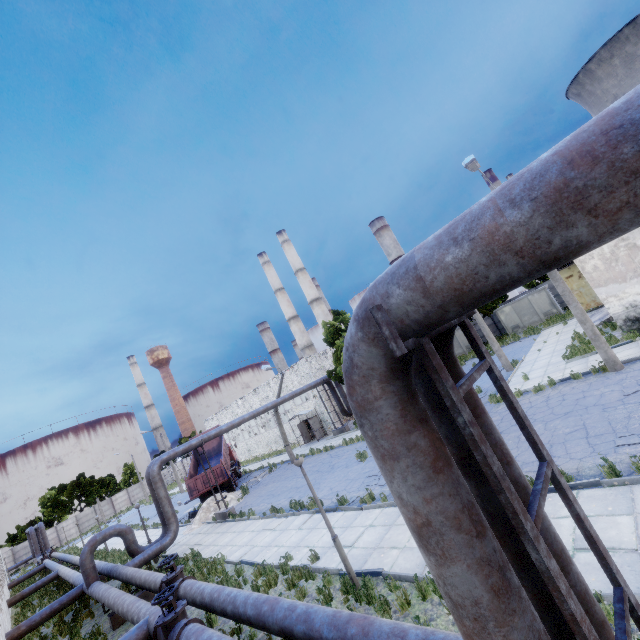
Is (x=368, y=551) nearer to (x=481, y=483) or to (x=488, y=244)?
(x=481, y=483)

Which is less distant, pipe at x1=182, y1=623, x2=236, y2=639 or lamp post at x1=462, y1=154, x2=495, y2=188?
pipe at x1=182, y1=623, x2=236, y2=639

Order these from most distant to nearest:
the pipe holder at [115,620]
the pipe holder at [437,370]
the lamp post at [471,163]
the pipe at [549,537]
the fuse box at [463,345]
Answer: the fuse box at [463,345] < the lamp post at [471,163] < the pipe holder at [115,620] < the pipe at [549,537] < the pipe holder at [437,370]

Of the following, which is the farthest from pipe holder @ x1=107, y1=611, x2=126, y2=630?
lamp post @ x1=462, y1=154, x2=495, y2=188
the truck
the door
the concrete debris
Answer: the door

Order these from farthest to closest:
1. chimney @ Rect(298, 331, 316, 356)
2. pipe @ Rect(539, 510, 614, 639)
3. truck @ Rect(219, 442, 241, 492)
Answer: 1. chimney @ Rect(298, 331, 316, 356)
2. truck @ Rect(219, 442, 241, 492)
3. pipe @ Rect(539, 510, 614, 639)

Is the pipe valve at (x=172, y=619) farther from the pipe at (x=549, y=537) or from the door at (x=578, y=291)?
the door at (x=578, y=291)

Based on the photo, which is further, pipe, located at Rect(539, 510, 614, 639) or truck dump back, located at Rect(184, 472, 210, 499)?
truck dump back, located at Rect(184, 472, 210, 499)

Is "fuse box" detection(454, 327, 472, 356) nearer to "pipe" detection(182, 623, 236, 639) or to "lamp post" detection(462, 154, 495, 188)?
"lamp post" detection(462, 154, 495, 188)
